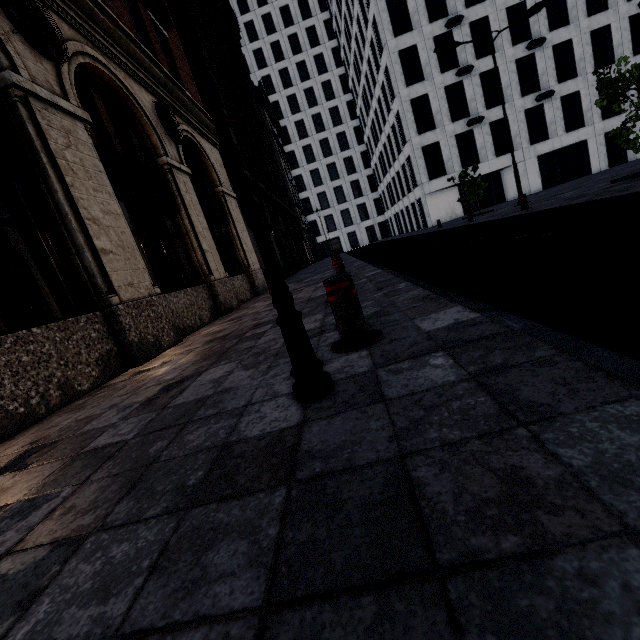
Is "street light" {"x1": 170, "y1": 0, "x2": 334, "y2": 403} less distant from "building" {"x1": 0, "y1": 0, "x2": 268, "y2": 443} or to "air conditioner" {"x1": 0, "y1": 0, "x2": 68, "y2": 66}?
"building" {"x1": 0, "y1": 0, "x2": 268, "y2": 443}

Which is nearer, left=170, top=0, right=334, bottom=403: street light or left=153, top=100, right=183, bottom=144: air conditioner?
left=170, top=0, right=334, bottom=403: street light

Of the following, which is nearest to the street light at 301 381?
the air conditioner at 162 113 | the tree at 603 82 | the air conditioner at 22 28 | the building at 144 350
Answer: the building at 144 350

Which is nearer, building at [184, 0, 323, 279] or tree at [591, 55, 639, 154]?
tree at [591, 55, 639, 154]

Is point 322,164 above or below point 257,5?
below

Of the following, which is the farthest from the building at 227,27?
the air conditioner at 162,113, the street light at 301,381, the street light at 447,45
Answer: the street light at 447,45

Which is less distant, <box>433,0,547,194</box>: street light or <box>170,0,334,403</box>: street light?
<box>170,0,334,403</box>: street light

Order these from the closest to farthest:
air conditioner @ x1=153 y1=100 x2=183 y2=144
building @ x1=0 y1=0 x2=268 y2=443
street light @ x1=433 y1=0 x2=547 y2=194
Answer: building @ x1=0 y1=0 x2=268 y2=443 → air conditioner @ x1=153 y1=100 x2=183 y2=144 → street light @ x1=433 y1=0 x2=547 y2=194
